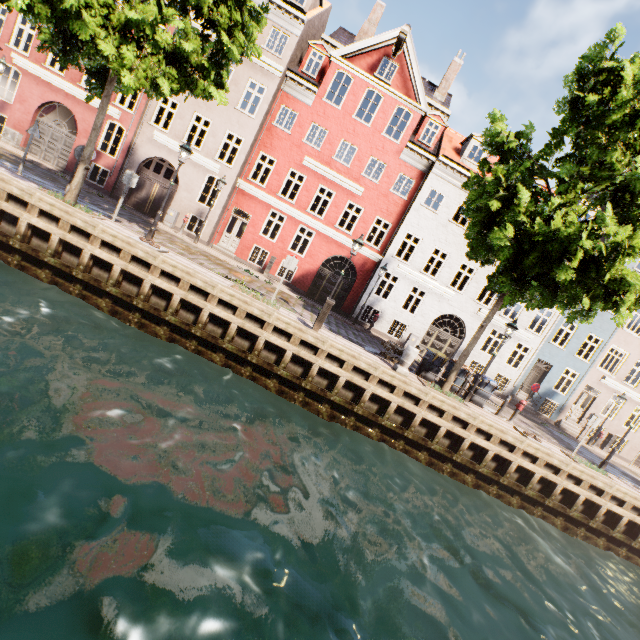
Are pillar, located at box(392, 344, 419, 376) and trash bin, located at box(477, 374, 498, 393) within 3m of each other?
no

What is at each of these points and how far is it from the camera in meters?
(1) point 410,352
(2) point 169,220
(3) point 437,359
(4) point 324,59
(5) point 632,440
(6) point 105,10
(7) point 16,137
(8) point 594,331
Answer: (1) pillar, 11.6 m
(2) electrical box, 18.5 m
(3) trash bin, 13.4 m
(4) building, 18.9 m
(5) building, 22.5 m
(6) tree, 7.9 m
(7) electrical box, 17.7 m
(8) building, 21.0 m

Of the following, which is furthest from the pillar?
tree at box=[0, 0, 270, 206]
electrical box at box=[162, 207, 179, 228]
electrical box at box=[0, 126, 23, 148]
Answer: electrical box at box=[0, 126, 23, 148]

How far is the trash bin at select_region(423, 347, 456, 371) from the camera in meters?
13.4

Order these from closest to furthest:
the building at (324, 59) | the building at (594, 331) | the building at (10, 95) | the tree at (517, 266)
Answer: the tree at (517, 266) < the building at (10, 95) < the building at (324, 59) < the building at (594, 331)

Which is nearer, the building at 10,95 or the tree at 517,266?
the tree at 517,266

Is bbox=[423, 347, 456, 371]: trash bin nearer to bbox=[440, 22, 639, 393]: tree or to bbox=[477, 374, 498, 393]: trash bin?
bbox=[440, 22, 639, 393]: tree

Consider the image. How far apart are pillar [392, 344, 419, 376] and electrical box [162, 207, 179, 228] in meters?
14.9 m
